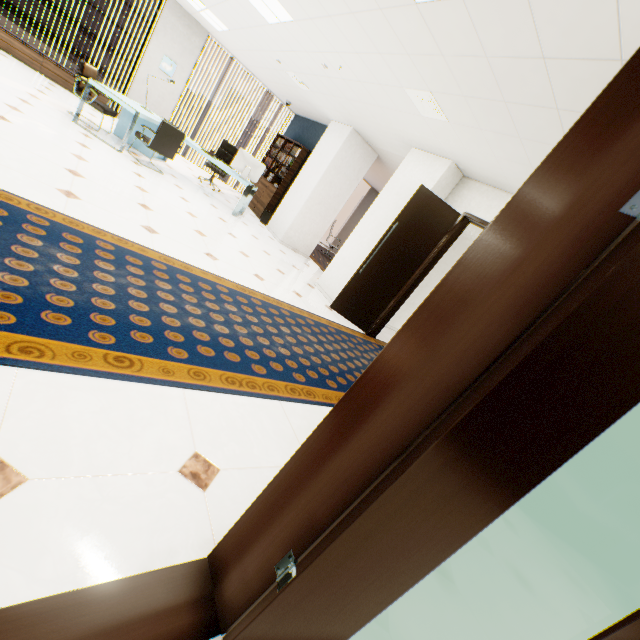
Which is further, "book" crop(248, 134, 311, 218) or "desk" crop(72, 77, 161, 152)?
"book" crop(248, 134, 311, 218)

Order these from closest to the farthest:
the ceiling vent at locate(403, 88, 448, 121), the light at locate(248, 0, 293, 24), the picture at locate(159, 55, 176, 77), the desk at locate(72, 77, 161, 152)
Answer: the ceiling vent at locate(403, 88, 448, 121)
the light at locate(248, 0, 293, 24)
the desk at locate(72, 77, 161, 152)
the picture at locate(159, 55, 176, 77)

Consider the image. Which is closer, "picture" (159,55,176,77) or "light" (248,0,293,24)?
"light" (248,0,293,24)

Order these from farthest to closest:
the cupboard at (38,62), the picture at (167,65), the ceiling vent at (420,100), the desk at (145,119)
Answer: the picture at (167,65) < the cupboard at (38,62) < the desk at (145,119) < the ceiling vent at (420,100)

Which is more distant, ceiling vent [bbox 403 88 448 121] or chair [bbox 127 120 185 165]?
chair [bbox 127 120 185 165]

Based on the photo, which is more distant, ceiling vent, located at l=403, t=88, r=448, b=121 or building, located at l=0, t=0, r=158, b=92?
building, located at l=0, t=0, r=158, b=92

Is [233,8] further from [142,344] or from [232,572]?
[232,572]

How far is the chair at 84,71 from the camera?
5.4 meters
